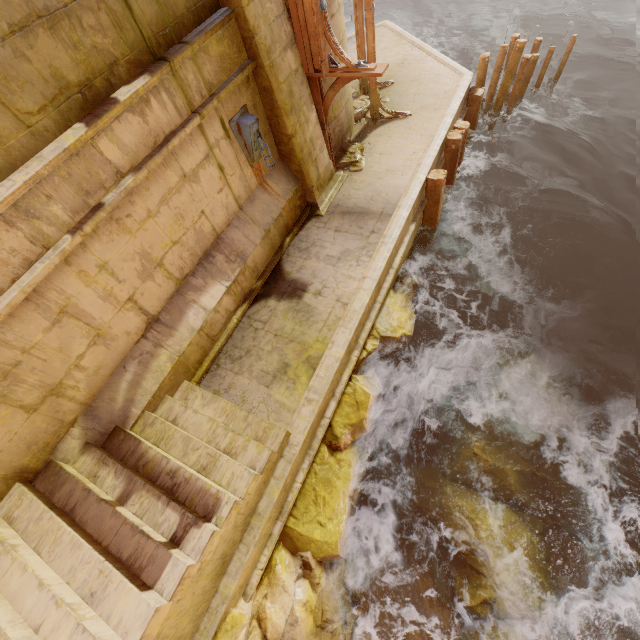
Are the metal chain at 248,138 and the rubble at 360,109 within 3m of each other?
no

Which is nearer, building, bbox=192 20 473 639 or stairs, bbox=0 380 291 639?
stairs, bbox=0 380 291 639

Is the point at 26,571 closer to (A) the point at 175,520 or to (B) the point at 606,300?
(A) the point at 175,520

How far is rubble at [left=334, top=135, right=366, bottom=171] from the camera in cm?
846

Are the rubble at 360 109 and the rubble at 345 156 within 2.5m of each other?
yes

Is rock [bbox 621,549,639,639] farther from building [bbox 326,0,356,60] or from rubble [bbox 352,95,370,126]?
rubble [bbox 352,95,370,126]

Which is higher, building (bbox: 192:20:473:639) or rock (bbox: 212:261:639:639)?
building (bbox: 192:20:473:639)

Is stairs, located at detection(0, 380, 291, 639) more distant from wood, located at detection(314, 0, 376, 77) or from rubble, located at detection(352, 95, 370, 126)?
rubble, located at detection(352, 95, 370, 126)
